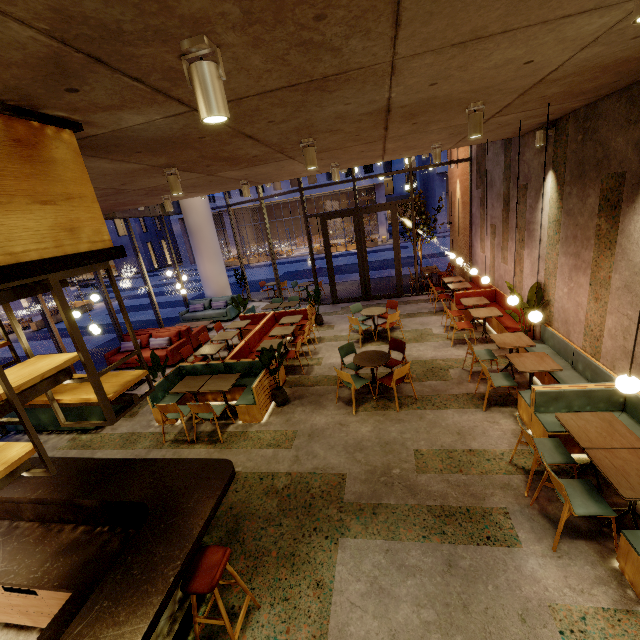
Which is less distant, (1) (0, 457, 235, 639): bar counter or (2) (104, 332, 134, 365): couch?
(1) (0, 457, 235, 639): bar counter

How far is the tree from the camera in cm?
639

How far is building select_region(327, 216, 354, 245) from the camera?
40.0 meters

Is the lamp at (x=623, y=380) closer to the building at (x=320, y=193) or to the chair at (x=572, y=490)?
the chair at (x=572, y=490)

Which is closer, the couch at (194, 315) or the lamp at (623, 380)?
the lamp at (623, 380)

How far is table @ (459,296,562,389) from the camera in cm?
527

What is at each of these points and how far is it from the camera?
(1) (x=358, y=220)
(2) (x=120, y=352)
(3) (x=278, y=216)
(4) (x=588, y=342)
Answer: (1) door, 12.12m
(2) couch, 10.24m
(3) building, 44.03m
(4) building, 5.32m

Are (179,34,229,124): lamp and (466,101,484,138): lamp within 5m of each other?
yes
